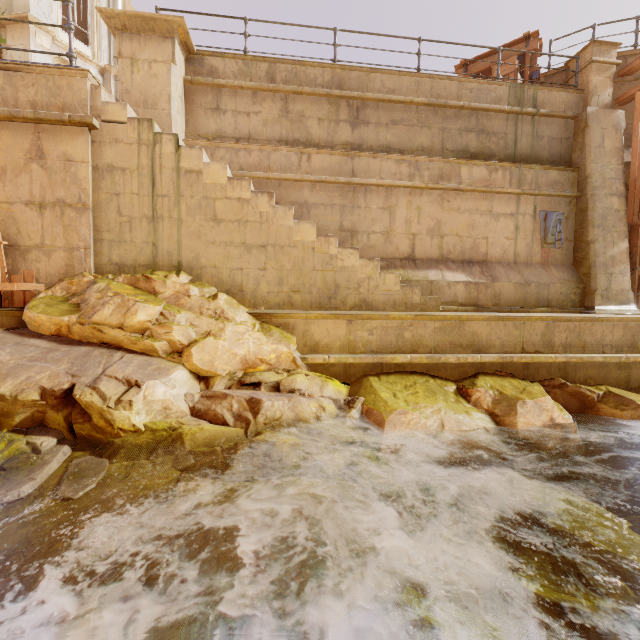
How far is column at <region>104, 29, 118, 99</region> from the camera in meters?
13.6 m

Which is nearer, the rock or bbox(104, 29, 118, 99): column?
the rock

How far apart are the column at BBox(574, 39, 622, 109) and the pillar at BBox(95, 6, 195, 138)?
9.8 meters

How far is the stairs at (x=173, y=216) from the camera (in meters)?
4.71

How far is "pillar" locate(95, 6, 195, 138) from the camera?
6.5 meters

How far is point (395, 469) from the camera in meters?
4.0

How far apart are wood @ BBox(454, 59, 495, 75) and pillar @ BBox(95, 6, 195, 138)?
7.1m

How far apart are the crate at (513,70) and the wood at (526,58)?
0.03m
